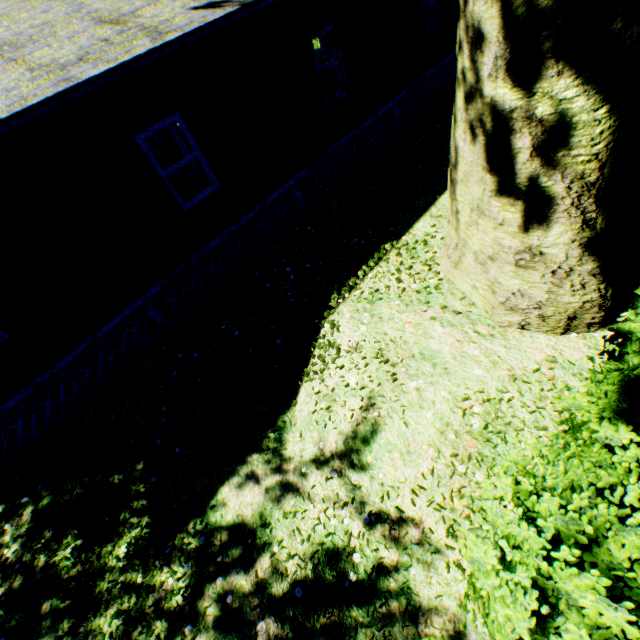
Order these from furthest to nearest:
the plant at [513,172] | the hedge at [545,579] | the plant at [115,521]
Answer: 1. the plant at [115,521]
2. the plant at [513,172]
3. the hedge at [545,579]

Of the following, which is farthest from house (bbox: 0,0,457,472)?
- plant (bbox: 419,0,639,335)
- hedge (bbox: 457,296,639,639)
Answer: hedge (bbox: 457,296,639,639)

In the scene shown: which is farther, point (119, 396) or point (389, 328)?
point (119, 396)

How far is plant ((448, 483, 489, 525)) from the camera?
3.1m

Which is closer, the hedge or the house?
the hedge

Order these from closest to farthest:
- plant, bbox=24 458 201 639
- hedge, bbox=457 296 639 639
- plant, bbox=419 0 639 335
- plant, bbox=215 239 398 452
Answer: hedge, bbox=457 296 639 639, plant, bbox=419 0 639 335, plant, bbox=24 458 201 639, plant, bbox=215 239 398 452

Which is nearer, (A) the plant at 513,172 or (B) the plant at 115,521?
(A) the plant at 513,172
